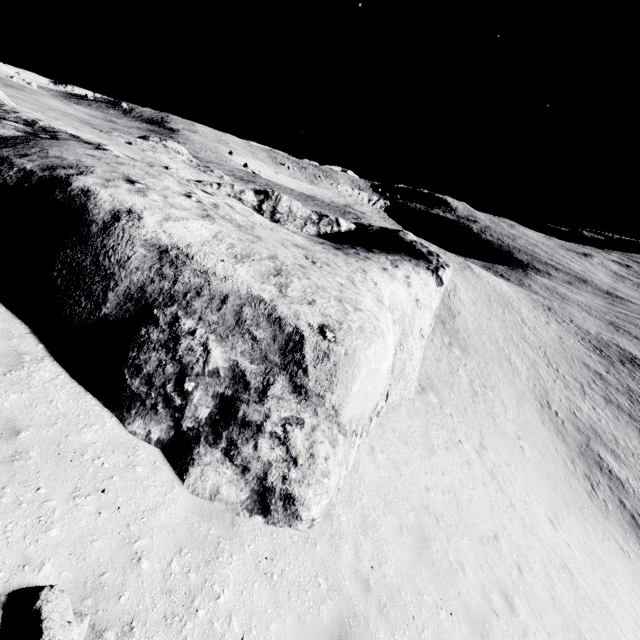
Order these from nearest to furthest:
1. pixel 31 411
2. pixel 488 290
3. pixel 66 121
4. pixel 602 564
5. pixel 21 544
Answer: pixel 21 544 → pixel 31 411 → pixel 602 564 → pixel 66 121 → pixel 488 290

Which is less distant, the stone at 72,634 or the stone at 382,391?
Answer: the stone at 72,634

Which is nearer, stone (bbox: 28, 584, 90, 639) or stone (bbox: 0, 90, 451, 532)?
stone (bbox: 28, 584, 90, 639)
